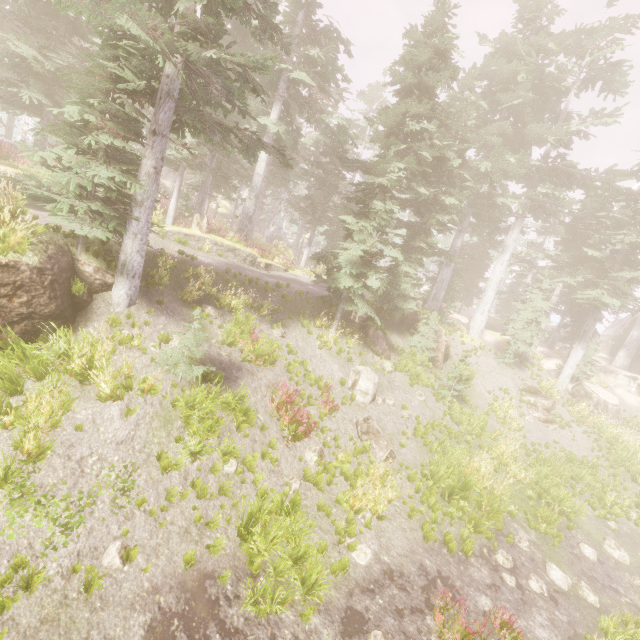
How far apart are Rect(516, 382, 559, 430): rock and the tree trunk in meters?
22.6 m

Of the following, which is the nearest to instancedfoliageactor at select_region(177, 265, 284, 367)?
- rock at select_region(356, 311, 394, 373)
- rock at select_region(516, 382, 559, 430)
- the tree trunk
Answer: rock at select_region(356, 311, 394, 373)

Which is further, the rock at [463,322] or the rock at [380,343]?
the rock at [463,322]

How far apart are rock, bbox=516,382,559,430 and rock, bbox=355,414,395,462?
13.3m

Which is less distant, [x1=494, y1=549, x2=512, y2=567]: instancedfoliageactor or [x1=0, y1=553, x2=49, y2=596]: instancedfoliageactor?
[x1=0, y1=553, x2=49, y2=596]: instancedfoliageactor

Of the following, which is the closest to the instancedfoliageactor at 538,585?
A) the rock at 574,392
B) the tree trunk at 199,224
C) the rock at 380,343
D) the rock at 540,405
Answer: the rock at 380,343

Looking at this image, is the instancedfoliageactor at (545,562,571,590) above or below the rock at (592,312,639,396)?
below

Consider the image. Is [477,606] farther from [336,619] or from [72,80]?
[72,80]
